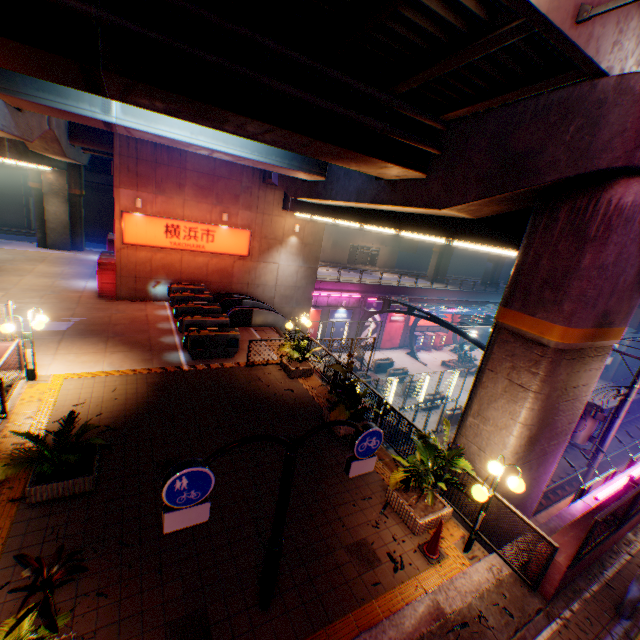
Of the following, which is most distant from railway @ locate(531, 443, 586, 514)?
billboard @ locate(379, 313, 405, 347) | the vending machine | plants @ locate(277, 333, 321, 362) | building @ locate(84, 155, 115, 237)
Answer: building @ locate(84, 155, 115, 237)

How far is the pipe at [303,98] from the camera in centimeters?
582cm

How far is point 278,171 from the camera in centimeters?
1330cm

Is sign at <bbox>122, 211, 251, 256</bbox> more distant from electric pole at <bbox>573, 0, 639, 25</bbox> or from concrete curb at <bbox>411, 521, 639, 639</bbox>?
concrete curb at <bbox>411, 521, 639, 639</bbox>

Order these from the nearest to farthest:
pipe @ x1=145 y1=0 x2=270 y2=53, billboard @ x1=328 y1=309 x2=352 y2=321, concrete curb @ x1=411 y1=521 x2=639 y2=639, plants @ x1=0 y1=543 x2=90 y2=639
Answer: plants @ x1=0 y1=543 x2=90 y2=639
pipe @ x1=145 y1=0 x2=270 y2=53
concrete curb @ x1=411 y1=521 x2=639 y2=639
billboard @ x1=328 y1=309 x2=352 y2=321

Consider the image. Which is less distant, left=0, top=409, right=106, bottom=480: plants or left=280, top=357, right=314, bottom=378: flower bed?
left=0, top=409, right=106, bottom=480: plants

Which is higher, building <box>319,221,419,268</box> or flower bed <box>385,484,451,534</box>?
building <box>319,221,419,268</box>

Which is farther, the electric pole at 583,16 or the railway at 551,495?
the railway at 551,495
